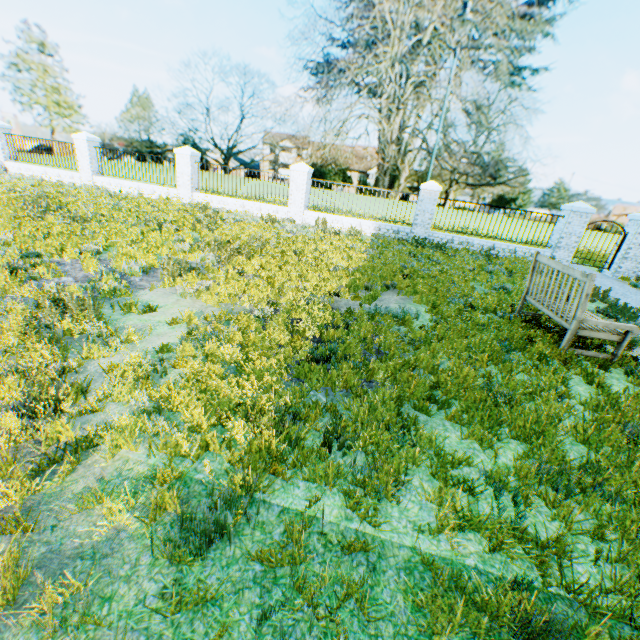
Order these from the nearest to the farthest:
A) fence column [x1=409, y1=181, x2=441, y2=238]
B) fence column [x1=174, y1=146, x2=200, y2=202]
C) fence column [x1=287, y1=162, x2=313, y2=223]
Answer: fence column [x1=409, y1=181, x2=441, y2=238] < fence column [x1=287, y1=162, x2=313, y2=223] < fence column [x1=174, y1=146, x2=200, y2=202]

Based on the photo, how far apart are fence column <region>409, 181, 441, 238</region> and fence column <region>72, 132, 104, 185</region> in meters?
15.9

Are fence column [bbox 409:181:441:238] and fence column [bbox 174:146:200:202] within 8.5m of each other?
no

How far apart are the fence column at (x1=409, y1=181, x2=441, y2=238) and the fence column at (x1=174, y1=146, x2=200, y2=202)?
10.29m

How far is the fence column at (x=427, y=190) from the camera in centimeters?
1296cm

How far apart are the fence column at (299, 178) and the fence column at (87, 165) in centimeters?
1030cm

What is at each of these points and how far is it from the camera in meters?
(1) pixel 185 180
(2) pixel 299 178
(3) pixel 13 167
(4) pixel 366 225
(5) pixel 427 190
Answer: (1) fence column, 15.2
(2) fence column, 14.0
(3) fence, 17.2
(4) fence, 14.2
(5) fence column, 13.0

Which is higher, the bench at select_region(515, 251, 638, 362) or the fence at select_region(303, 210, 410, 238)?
the bench at select_region(515, 251, 638, 362)
